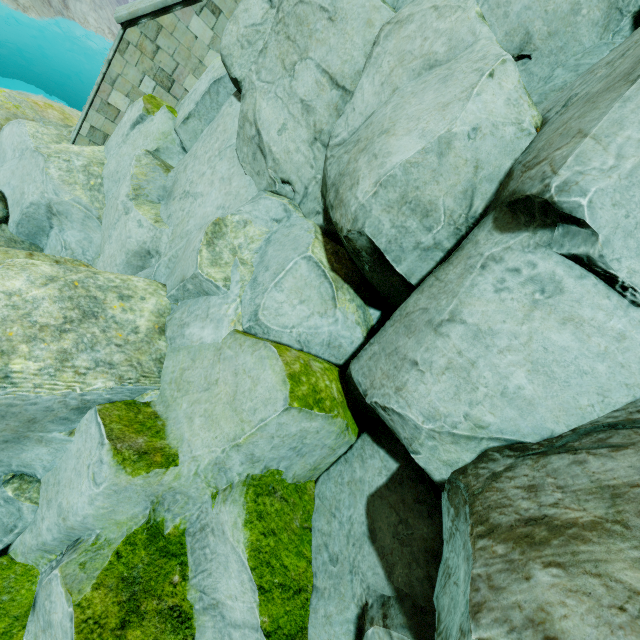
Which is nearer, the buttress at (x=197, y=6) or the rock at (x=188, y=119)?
the rock at (x=188, y=119)

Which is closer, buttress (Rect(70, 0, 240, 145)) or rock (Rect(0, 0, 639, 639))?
rock (Rect(0, 0, 639, 639))

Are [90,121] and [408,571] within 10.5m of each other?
no
